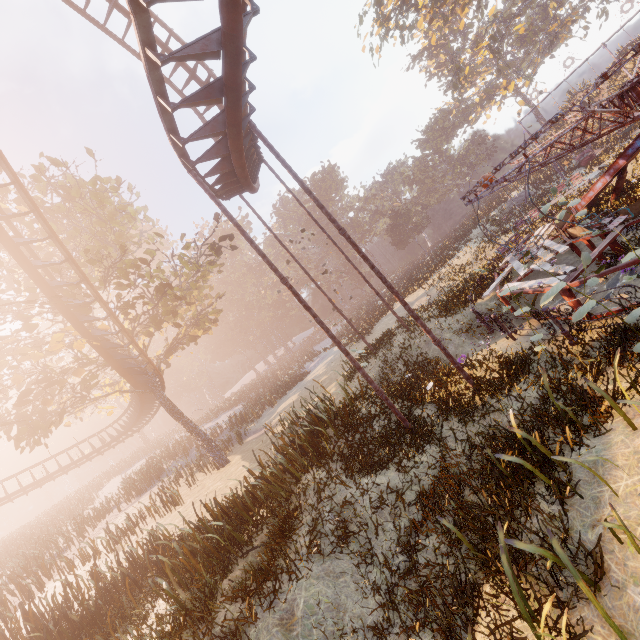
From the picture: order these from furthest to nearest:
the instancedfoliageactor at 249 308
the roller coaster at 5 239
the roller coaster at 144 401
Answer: the instancedfoliageactor at 249 308 < the roller coaster at 144 401 < the roller coaster at 5 239

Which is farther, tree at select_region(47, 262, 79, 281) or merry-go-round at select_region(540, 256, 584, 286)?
tree at select_region(47, 262, 79, 281)

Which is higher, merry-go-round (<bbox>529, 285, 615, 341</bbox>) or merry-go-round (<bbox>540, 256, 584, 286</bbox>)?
merry-go-round (<bbox>540, 256, 584, 286</bbox>)

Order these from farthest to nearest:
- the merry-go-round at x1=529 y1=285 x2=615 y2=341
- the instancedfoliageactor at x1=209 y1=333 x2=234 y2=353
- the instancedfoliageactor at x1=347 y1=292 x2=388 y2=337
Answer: the instancedfoliageactor at x1=209 y1=333 x2=234 y2=353 < the instancedfoliageactor at x1=347 y1=292 x2=388 y2=337 < the merry-go-round at x1=529 y1=285 x2=615 y2=341

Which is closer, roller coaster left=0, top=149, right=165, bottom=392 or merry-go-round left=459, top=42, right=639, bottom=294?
merry-go-round left=459, top=42, right=639, bottom=294

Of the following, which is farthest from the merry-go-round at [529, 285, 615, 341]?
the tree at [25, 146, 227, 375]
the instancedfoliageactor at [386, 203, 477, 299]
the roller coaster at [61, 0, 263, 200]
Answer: the tree at [25, 146, 227, 375]

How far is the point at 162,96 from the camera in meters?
6.1 m

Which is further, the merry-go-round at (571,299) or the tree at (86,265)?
the tree at (86,265)
